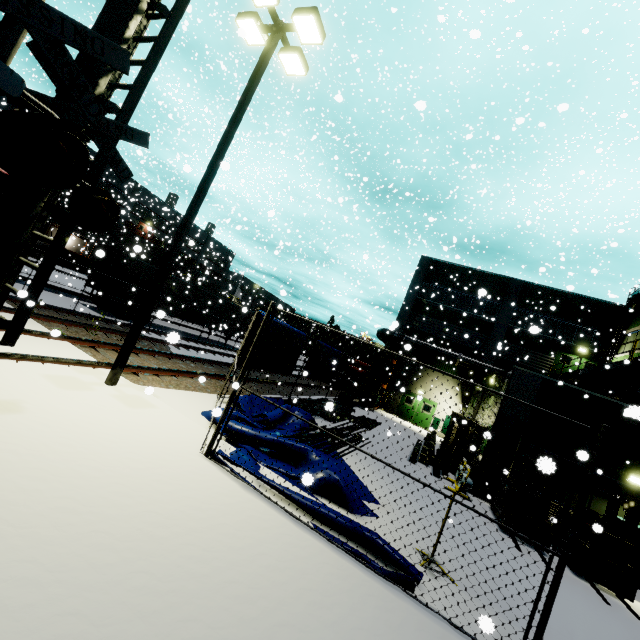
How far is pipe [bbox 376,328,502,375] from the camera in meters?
25.8

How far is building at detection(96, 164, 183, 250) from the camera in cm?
4275

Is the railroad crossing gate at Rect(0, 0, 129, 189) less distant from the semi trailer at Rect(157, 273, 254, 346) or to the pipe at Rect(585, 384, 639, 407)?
the semi trailer at Rect(157, 273, 254, 346)

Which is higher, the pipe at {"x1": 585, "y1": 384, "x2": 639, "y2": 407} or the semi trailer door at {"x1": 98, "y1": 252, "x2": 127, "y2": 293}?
the pipe at {"x1": 585, "y1": 384, "x2": 639, "y2": 407}

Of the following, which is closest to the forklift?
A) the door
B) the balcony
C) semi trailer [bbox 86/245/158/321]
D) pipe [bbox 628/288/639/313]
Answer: the balcony

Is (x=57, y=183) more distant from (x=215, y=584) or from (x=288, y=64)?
(x=288, y=64)

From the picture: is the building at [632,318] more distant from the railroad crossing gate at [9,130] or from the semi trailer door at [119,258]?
the semi trailer door at [119,258]

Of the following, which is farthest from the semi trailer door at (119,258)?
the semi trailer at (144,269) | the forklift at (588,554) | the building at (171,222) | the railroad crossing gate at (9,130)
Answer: the forklift at (588,554)
